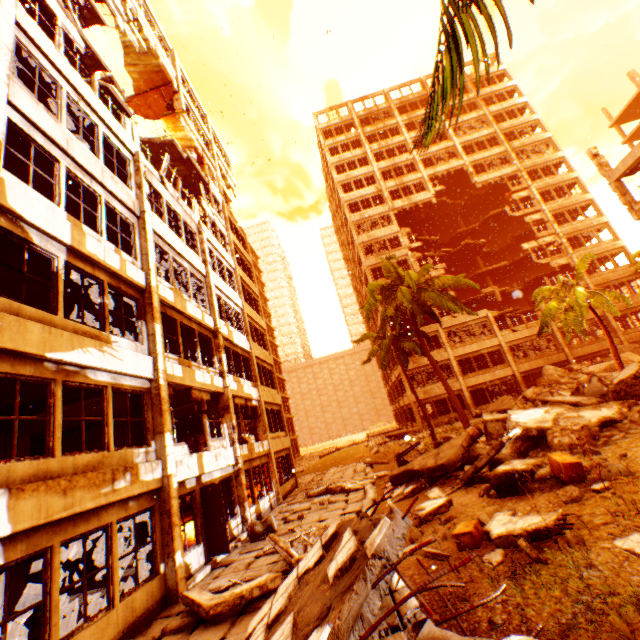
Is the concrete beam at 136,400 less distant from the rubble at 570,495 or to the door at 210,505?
the door at 210,505

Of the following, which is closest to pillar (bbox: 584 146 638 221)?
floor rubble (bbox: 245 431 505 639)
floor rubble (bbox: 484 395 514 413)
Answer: floor rubble (bbox: 484 395 514 413)

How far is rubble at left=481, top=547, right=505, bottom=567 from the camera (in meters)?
4.41

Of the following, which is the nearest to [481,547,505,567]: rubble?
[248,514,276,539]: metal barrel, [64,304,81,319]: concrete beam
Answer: [248,514,276,539]: metal barrel

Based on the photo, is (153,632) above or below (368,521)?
below

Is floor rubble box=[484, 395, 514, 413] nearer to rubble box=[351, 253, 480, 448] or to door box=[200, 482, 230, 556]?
rubble box=[351, 253, 480, 448]

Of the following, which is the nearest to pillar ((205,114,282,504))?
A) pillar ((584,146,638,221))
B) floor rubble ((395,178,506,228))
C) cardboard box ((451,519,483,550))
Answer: cardboard box ((451,519,483,550))

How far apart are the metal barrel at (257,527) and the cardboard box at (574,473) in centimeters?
866cm
